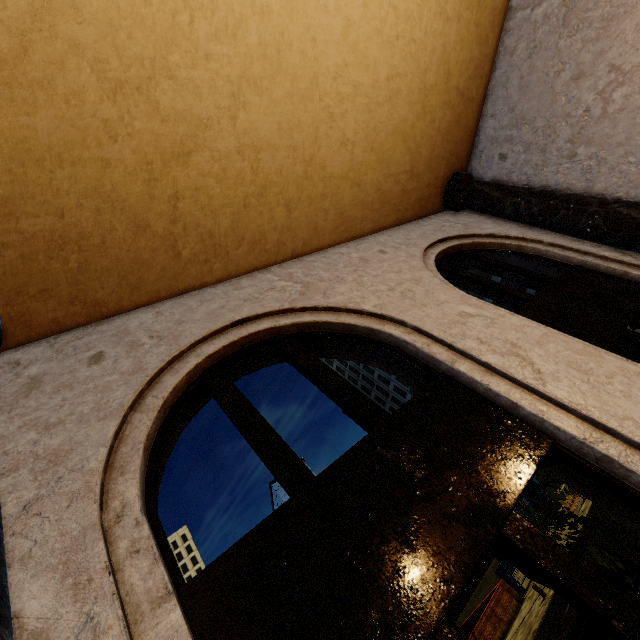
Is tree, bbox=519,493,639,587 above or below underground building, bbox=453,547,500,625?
above

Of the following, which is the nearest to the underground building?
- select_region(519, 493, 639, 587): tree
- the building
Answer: select_region(519, 493, 639, 587): tree

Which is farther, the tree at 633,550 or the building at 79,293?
the tree at 633,550

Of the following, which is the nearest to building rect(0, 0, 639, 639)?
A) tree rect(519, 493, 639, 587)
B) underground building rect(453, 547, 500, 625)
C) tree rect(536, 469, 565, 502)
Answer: tree rect(519, 493, 639, 587)

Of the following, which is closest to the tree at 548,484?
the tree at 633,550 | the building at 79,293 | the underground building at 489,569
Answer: the tree at 633,550

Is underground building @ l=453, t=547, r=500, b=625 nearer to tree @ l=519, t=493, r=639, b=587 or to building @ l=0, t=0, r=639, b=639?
tree @ l=519, t=493, r=639, b=587

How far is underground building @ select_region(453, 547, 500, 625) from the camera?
28.69m

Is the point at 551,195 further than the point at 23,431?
Yes
